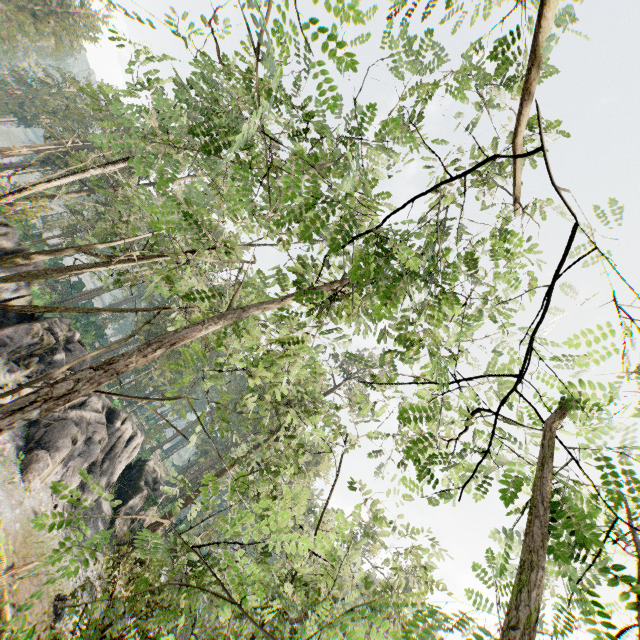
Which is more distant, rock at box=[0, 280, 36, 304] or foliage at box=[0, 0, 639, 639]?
rock at box=[0, 280, 36, 304]

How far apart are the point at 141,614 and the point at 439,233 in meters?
6.8 m

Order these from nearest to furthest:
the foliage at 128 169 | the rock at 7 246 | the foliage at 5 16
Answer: the foliage at 128 169 < the rock at 7 246 < the foliage at 5 16

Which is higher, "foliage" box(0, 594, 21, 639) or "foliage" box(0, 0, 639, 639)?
"foliage" box(0, 0, 639, 639)

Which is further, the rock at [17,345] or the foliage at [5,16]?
the foliage at [5,16]

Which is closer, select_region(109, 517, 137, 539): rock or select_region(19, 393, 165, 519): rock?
select_region(19, 393, 165, 519): rock

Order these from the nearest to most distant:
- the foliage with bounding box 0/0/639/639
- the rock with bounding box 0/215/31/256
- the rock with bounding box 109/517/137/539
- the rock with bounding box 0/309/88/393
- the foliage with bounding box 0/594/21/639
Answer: the foliage with bounding box 0/594/21/639 → the foliage with bounding box 0/0/639/639 → the rock with bounding box 0/309/88/393 → the rock with bounding box 0/215/31/256 → the rock with bounding box 109/517/137/539

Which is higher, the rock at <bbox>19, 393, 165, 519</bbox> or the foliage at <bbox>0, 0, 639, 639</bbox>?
the foliage at <bbox>0, 0, 639, 639</bbox>
